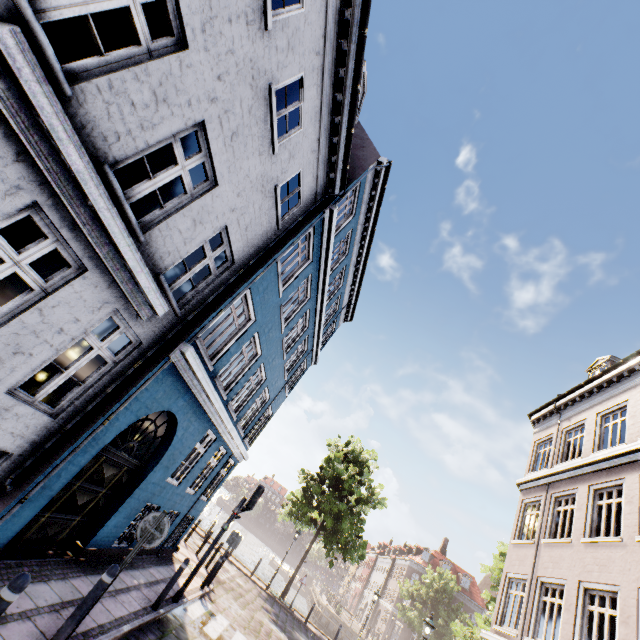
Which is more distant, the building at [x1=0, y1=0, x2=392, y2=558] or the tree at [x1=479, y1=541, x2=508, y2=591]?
the tree at [x1=479, y1=541, x2=508, y2=591]

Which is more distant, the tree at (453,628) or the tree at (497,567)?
the tree at (497,567)

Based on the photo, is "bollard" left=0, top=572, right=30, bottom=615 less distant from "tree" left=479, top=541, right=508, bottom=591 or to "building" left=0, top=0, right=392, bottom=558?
"building" left=0, top=0, right=392, bottom=558

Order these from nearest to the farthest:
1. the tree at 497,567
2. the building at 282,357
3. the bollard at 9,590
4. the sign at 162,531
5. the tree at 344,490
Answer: the bollard at 9,590 → the building at 282,357 → the sign at 162,531 → the tree at 344,490 → the tree at 497,567

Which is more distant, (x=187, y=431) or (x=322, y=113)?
(x=187, y=431)

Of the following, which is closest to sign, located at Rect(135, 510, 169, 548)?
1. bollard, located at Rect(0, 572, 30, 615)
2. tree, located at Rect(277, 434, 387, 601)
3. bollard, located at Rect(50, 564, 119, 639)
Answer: bollard, located at Rect(50, 564, 119, 639)

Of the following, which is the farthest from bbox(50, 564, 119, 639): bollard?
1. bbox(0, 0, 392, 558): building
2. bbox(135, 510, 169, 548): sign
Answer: bbox(0, 0, 392, 558): building

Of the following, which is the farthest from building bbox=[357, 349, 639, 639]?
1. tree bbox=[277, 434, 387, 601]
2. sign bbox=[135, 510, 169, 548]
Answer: tree bbox=[277, 434, 387, 601]
